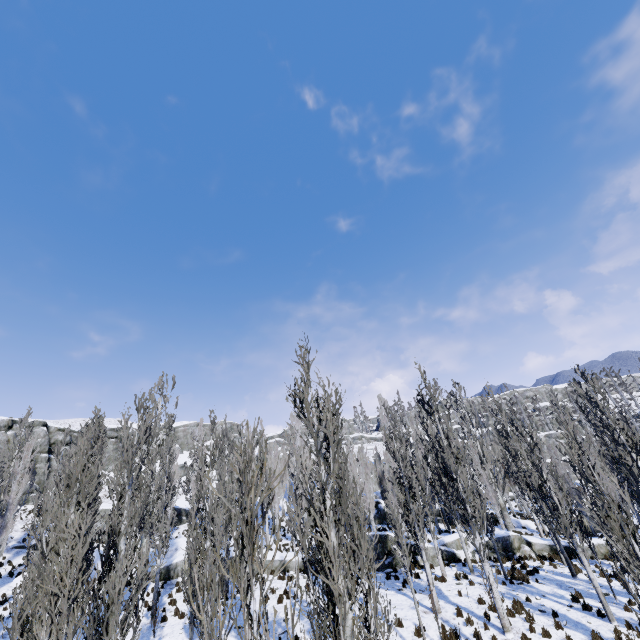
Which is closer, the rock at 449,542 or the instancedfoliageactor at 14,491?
the rock at 449,542

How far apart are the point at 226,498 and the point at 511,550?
20.0m

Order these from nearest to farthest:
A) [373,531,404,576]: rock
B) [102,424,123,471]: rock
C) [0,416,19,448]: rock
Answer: [373,531,404,576]: rock < [0,416,19,448]: rock < [102,424,123,471]: rock

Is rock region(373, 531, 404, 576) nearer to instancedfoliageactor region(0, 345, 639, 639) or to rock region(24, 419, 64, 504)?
instancedfoliageactor region(0, 345, 639, 639)

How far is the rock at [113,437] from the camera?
49.72m

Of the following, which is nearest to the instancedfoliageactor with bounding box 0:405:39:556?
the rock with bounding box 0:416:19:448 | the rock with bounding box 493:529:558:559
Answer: the rock with bounding box 493:529:558:559

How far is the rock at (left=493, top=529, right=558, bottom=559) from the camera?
20.9 meters
